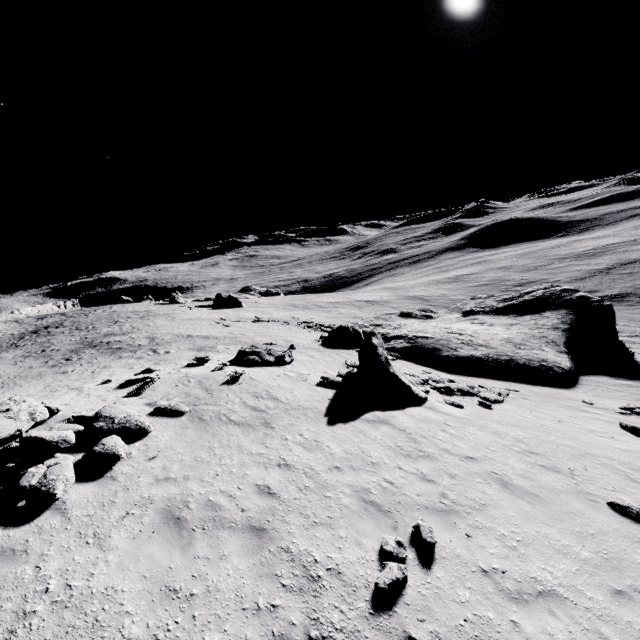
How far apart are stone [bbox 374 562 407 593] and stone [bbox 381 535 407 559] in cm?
20

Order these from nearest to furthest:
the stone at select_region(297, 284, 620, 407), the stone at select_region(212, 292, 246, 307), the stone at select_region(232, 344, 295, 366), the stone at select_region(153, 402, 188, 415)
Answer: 1. the stone at select_region(153, 402, 188, 415)
2. the stone at select_region(297, 284, 620, 407)
3. the stone at select_region(232, 344, 295, 366)
4. the stone at select_region(212, 292, 246, 307)

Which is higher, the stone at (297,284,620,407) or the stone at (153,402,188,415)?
the stone at (153,402,188,415)

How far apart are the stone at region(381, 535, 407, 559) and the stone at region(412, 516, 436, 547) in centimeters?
40cm

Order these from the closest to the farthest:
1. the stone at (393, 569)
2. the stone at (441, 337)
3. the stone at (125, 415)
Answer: the stone at (393, 569)
the stone at (125, 415)
the stone at (441, 337)

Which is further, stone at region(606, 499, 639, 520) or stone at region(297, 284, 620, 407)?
stone at region(297, 284, 620, 407)

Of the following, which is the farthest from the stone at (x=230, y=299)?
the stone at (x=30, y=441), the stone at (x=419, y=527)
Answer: the stone at (x=419, y=527)

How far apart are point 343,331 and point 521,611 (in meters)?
23.90
